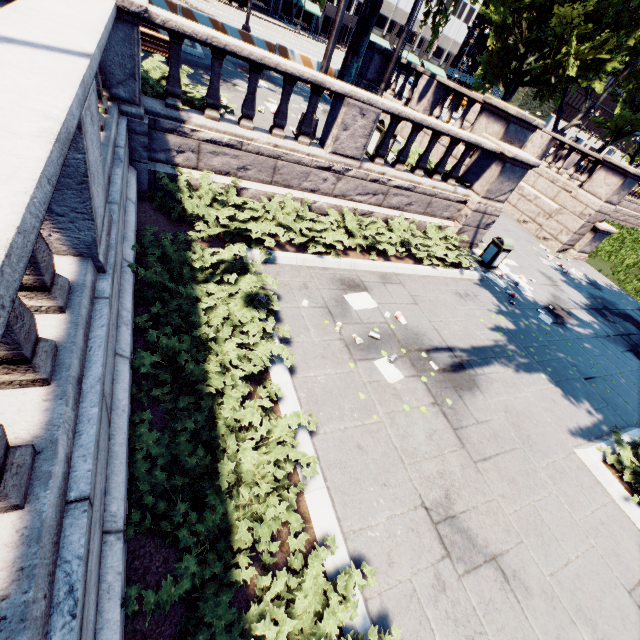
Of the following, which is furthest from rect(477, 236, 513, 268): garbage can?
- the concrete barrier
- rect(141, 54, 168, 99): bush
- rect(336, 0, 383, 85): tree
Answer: the concrete barrier

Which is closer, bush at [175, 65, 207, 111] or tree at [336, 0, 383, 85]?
bush at [175, 65, 207, 111]

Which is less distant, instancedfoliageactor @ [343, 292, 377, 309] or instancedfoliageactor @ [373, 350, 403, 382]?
instancedfoliageactor @ [373, 350, 403, 382]

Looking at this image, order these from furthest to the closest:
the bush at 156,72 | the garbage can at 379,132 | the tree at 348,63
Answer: the tree at 348,63 → the garbage can at 379,132 → the bush at 156,72

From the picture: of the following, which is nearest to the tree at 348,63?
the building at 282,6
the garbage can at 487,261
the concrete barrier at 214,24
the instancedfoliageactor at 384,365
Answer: the building at 282,6

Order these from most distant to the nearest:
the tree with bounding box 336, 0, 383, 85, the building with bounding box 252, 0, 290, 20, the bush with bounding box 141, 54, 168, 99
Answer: the building with bounding box 252, 0, 290, 20 → the tree with bounding box 336, 0, 383, 85 → the bush with bounding box 141, 54, 168, 99

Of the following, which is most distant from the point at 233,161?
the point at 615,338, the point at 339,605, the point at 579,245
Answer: the point at 579,245

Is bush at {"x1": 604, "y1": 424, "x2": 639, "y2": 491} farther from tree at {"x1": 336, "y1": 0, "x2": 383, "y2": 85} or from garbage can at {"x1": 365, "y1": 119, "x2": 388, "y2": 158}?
tree at {"x1": 336, "y1": 0, "x2": 383, "y2": 85}
